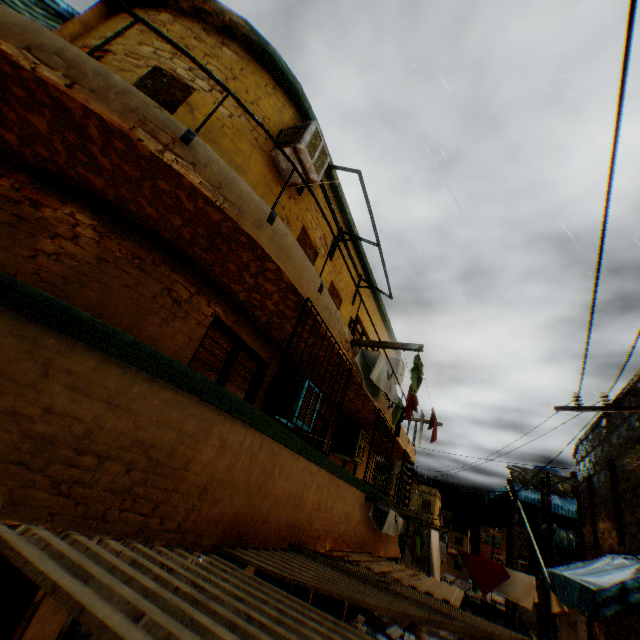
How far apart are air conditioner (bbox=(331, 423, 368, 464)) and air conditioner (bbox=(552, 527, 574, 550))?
15.8 meters

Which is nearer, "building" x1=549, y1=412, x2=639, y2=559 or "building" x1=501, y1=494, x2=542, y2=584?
"building" x1=549, y1=412, x2=639, y2=559

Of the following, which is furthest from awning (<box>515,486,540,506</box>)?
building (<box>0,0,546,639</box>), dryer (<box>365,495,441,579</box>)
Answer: dryer (<box>365,495,441,579</box>)

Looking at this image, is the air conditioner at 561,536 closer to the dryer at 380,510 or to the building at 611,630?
the building at 611,630

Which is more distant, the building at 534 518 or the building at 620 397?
the building at 534 518

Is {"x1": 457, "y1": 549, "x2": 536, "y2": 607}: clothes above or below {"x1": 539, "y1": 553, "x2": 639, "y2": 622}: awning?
below

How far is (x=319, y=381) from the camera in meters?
7.3 m

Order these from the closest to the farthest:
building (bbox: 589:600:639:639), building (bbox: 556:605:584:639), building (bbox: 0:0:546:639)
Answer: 1. building (bbox: 0:0:546:639)
2. building (bbox: 589:600:639:639)
3. building (bbox: 556:605:584:639)
